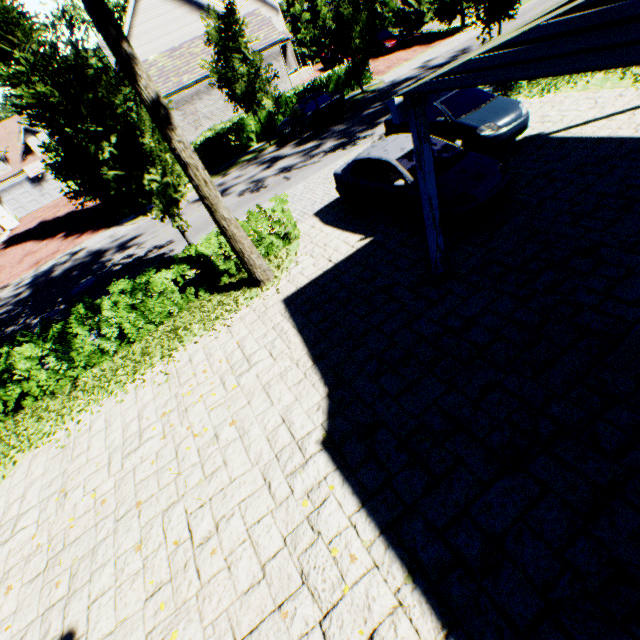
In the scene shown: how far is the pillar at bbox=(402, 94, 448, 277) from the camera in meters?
4.6 m

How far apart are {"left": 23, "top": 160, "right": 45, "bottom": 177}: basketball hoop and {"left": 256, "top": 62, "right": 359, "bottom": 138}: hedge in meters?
28.1 m

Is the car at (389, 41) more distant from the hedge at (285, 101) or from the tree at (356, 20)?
the hedge at (285, 101)

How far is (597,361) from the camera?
4.25m

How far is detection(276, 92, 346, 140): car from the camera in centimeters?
1994cm

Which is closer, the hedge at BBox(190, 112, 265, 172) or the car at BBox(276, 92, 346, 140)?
the car at BBox(276, 92, 346, 140)

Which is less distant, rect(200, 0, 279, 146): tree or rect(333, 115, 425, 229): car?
rect(333, 115, 425, 229): car

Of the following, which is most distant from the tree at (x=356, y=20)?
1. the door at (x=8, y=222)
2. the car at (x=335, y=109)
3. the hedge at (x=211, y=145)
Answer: the door at (x=8, y=222)
